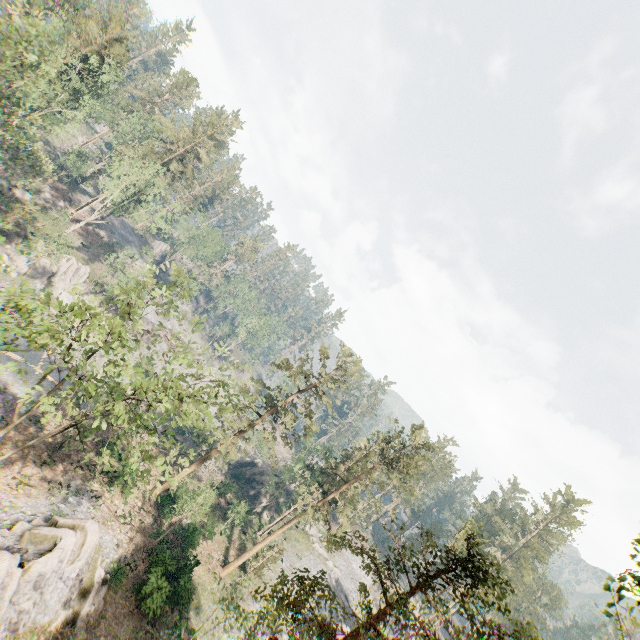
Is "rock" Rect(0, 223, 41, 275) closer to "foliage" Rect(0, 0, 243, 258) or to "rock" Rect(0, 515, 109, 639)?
"foliage" Rect(0, 0, 243, 258)

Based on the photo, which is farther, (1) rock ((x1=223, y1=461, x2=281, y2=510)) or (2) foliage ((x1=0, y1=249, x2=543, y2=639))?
(1) rock ((x1=223, y1=461, x2=281, y2=510))

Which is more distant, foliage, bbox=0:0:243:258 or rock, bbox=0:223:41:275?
rock, bbox=0:223:41:275

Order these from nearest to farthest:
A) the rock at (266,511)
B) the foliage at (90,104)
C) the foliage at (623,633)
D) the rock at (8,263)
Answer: the foliage at (623,633) → the foliage at (90,104) → the rock at (8,263) → the rock at (266,511)

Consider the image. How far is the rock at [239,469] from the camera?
51.5 meters

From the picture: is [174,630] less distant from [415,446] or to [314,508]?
[314,508]

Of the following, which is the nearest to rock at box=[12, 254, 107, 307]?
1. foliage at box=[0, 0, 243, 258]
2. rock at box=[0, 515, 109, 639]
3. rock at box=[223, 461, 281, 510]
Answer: foliage at box=[0, 0, 243, 258]

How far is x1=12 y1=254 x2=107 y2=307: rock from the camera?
41.2 meters
